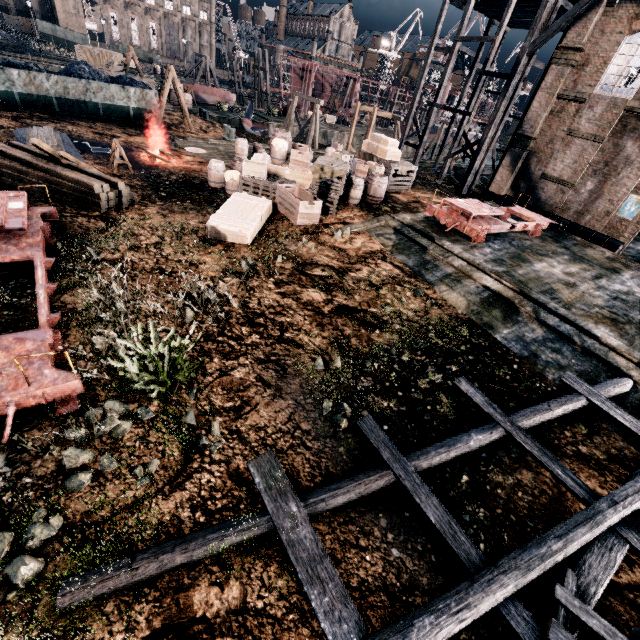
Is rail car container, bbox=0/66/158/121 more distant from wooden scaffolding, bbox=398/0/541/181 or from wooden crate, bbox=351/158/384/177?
wooden scaffolding, bbox=398/0/541/181

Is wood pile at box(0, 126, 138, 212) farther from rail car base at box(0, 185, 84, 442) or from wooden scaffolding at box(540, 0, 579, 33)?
wooden scaffolding at box(540, 0, 579, 33)

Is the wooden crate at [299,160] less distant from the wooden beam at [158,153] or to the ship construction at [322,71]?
the wooden beam at [158,153]

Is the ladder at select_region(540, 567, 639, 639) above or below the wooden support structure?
below

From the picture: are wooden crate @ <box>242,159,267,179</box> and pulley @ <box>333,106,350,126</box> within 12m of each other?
no

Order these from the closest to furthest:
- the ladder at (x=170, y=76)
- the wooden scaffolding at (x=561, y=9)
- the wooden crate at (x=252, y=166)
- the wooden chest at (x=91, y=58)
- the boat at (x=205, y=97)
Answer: the wooden crate at (x=252, y=166), the wooden scaffolding at (x=561, y=9), the ladder at (x=170, y=76), the wooden chest at (x=91, y=58), the boat at (x=205, y=97)

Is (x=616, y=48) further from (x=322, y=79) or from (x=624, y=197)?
(x=322, y=79)

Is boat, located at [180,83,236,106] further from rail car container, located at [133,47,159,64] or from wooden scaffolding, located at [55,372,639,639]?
wooden scaffolding, located at [55,372,639,639]
